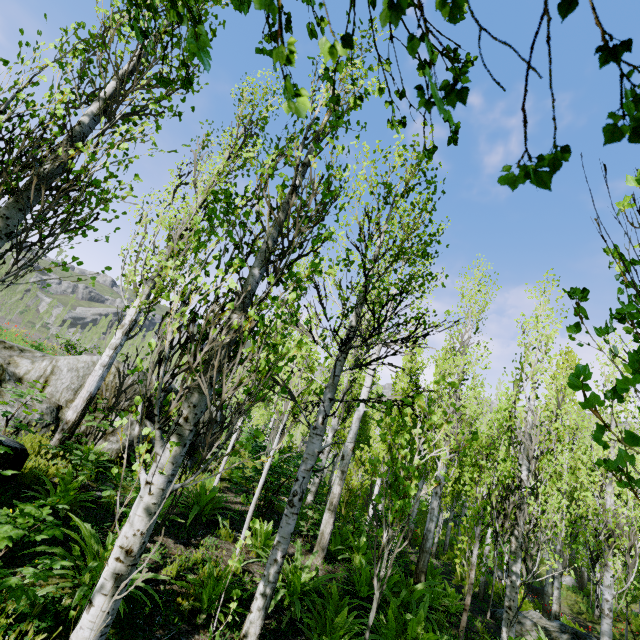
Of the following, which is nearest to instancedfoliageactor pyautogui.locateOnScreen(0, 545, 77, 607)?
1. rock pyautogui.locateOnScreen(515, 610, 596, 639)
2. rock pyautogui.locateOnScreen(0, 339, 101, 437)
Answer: rock pyautogui.locateOnScreen(0, 339, 101, 437)

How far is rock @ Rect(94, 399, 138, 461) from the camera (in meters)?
7.61

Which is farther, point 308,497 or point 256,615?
point 308,497

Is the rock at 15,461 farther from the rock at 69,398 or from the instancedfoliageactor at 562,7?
the rock at 69,398

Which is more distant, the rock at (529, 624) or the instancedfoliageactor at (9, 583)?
the rock at (529, 624)

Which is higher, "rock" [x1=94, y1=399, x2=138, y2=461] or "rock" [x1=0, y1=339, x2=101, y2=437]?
"rock" [x1=0, y1=339, x2=101, y2=437]

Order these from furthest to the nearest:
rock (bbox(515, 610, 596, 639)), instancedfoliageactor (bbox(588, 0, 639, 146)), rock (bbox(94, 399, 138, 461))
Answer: rock (bbox(515, 610, 596, 639))
rock (bbox(94, 399, 138, 461))
instancedfoliageactor (bbox(588, 0, 639, 146))
